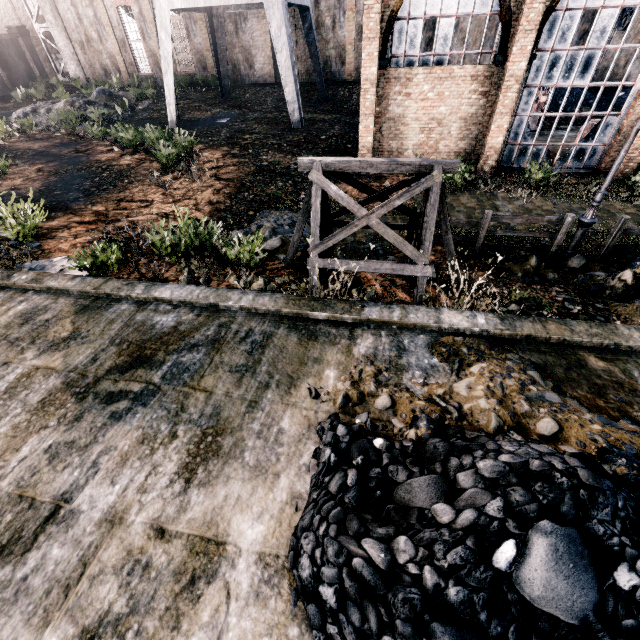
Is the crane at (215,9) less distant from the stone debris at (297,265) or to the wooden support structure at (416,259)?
the stone debris at (297,265)

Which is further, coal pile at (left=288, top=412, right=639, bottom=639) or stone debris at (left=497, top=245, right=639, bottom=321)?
stone debris at (left=497, top=245, right=639, bottom=321)

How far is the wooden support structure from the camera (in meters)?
6.80

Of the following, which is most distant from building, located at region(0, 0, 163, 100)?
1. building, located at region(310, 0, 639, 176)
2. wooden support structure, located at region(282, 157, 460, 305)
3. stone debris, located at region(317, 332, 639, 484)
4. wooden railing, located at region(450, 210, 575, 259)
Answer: stone debris, located at region(317, 332, 639, 484)

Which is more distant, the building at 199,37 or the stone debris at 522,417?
the building at 199,37

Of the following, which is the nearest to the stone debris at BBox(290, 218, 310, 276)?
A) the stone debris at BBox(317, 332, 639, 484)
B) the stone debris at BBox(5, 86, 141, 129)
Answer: the stone debris at BBox(317, 332, 639, 484)

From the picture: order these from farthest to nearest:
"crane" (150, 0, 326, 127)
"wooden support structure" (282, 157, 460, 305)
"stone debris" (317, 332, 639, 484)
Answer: "crane" (150, 0, 326, 127)
"wooden support structure" (282, 157, 460, 305)
"stone debris" (317, 332, 639, 484)

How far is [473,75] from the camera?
14.2m
